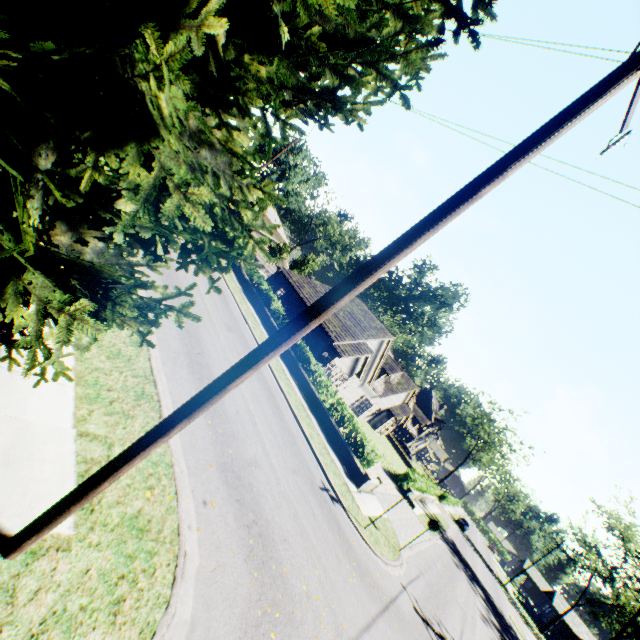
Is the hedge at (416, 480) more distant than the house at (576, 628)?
No

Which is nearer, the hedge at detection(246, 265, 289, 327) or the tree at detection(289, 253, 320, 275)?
the hedge at detection(246, 265, 289, 327)

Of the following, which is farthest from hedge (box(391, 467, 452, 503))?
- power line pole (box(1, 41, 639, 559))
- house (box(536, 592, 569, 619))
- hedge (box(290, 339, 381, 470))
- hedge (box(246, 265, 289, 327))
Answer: house (box(536, 592, 569, 619))

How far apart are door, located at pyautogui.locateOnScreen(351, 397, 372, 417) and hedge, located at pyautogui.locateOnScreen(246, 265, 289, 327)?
15.9m

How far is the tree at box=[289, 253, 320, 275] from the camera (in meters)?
55.59

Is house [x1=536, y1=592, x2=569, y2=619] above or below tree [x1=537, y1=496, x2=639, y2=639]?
below

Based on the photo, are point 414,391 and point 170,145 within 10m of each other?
no

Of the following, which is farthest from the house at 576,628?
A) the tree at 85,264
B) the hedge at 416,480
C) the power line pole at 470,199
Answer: the power line pole at 470,199
